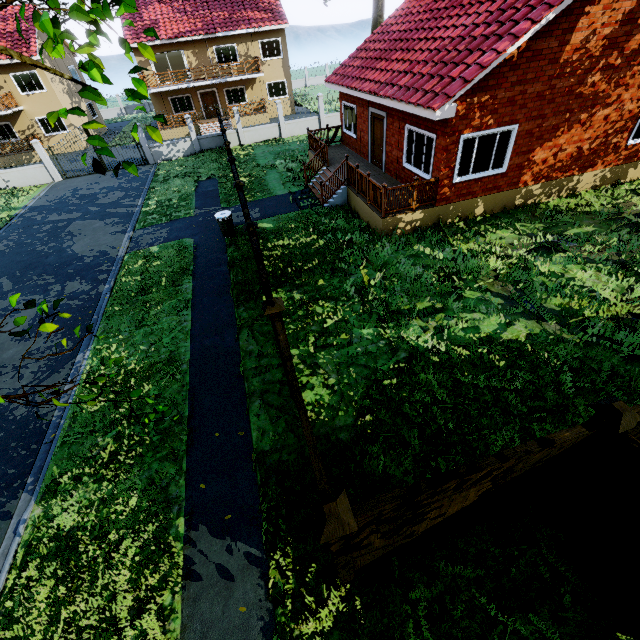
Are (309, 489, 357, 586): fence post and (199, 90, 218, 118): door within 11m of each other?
no

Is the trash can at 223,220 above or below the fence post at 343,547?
below

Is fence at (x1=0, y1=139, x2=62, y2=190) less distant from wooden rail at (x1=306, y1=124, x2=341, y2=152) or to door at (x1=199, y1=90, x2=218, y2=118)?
wooden rail at (x1=306, y1=124, x2=341, y2=152)

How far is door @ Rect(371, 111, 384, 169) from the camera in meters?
13.4

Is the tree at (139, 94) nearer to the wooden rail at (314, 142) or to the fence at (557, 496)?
the fence at (557, 496)

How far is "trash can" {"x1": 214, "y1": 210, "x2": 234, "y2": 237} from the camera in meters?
12.2

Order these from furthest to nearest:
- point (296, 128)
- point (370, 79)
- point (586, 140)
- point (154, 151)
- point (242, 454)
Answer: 1. point (296, 128)
2. point (154, 151)
3. point (370, 79)
4. point (586, 140)
5. point (242, 454)

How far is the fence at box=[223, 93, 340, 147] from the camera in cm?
2338
